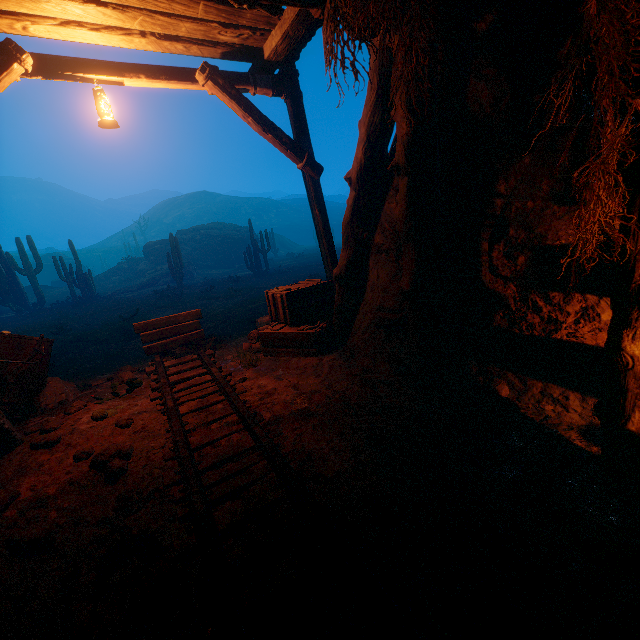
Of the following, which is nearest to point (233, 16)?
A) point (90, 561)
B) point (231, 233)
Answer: point (90, 561)

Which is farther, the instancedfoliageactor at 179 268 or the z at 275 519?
the instancedfoliageactor at 179 268

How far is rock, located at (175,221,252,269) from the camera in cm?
3128

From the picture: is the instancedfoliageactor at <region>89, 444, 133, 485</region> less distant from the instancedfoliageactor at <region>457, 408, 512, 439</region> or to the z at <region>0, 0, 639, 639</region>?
the z at <region>0, 0, 639, 639</region>

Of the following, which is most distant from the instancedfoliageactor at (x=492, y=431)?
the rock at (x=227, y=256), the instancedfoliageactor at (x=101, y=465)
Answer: the rock at (x=227, y=256)

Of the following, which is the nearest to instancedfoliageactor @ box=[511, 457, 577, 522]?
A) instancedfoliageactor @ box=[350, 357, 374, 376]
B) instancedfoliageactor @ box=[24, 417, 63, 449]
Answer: instancedfoliageactor @ box=[350, 357, 374, 376]

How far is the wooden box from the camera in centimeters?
525cm

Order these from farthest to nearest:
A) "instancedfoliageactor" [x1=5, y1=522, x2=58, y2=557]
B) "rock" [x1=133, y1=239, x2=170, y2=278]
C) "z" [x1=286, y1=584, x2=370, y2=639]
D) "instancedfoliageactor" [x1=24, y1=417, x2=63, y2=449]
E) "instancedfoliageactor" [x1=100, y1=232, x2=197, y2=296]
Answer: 1. "rock" [x1=133, y1=239, x2=170, y2=278]
2. "instancedfoliageactor" [x1=100, y1=232, x2=197, y2=296]
3. "instancedfoliageactor" [x1=24, y1=417, x2=63, y2=449]
4. "instancedfoliageactor" [x1=5, y1=522, x2=58, y2=557]
5. "z" [x1=286, y1=584, x2=370, y2=639]
